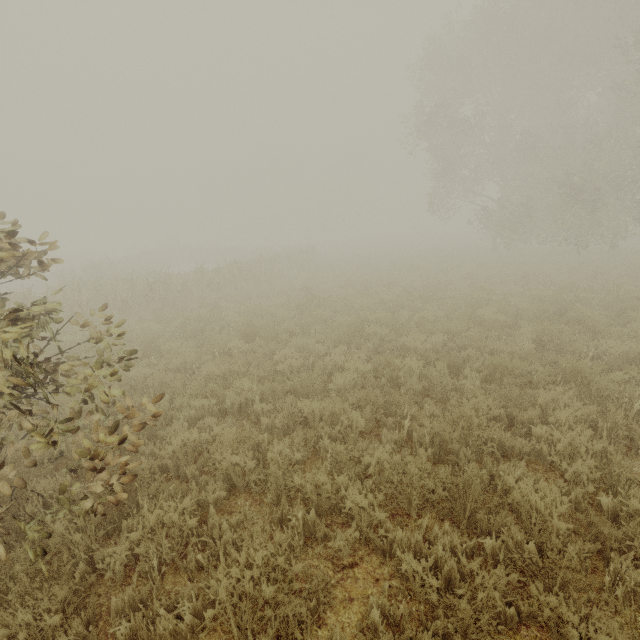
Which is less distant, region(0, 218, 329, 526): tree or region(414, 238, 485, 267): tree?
region(0, 218, 329, 526): tree

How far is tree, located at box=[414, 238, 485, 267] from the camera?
21.3 meters

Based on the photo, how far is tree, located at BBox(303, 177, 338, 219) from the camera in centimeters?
5778cm

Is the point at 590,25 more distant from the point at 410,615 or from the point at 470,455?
the point at 410,615

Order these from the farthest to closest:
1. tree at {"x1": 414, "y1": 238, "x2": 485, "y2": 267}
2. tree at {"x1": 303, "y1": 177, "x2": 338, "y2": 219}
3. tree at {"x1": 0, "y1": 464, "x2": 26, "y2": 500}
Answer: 1. tree at {"x1": 303, "y1": 177, "x2": 338, "y2": 219}
2. tree at {"x1": 414, "y1": 238, "x2": 485, "y2": 267}
3. tree at {"x1": 0, "y1": 464, "x2": 26, "y2": 500}

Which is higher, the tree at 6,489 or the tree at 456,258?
the tree at 6,489

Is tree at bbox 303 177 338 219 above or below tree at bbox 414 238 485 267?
above

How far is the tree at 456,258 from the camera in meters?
21.3 m
